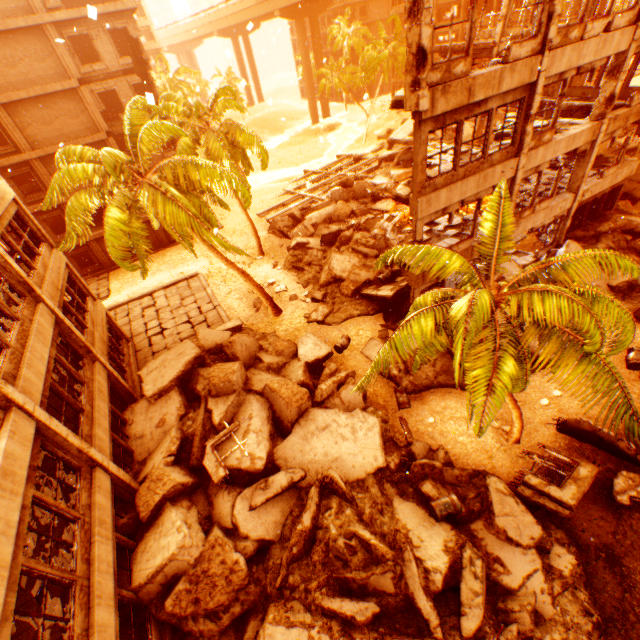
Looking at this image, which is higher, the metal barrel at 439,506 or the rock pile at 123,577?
the rock pile at 123,577

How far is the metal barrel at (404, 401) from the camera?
13.24m

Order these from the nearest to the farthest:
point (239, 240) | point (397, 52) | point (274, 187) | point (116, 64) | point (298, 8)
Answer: point (116, 64) < point (239, 240) < point (274, 187) < point (397, 52) < point (298, 8)

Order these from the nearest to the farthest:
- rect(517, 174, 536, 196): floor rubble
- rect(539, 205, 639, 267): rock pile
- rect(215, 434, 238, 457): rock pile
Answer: rect(215, 434, 238, 457): rock pile < rect(539, 205, 639, 267): rock pile < rect(517, 174, 536, 196): floor rubble

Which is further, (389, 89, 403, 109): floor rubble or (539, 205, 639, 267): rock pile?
(539, 205, 639, 267): rock pile

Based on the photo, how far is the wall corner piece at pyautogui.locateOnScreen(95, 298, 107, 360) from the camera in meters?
13.6 m

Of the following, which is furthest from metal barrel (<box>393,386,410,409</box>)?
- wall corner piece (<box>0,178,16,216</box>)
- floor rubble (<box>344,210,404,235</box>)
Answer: wall corner piece (<box>0,178,16,216</box>)

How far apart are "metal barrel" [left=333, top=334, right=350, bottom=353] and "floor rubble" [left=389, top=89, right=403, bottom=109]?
9.24m
